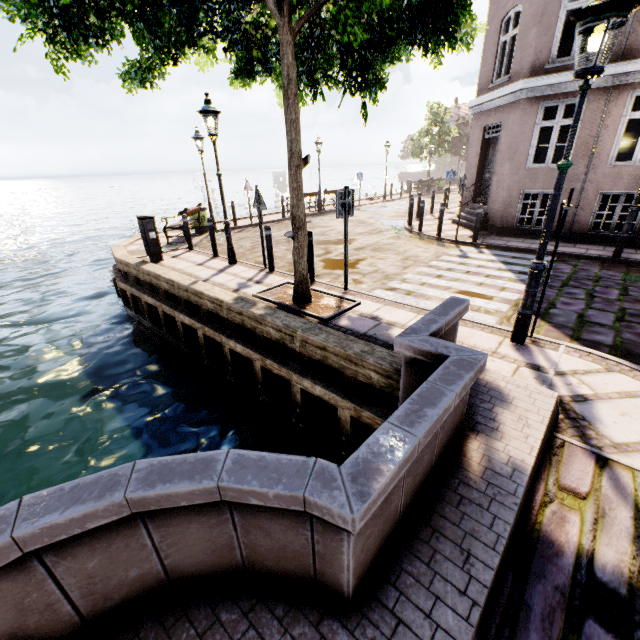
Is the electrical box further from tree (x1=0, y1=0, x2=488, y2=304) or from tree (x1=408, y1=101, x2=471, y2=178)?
tree (x1=408, y1=101, x2=471, y2=178)

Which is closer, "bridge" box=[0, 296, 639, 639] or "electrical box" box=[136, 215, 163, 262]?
"bridge" box=[0, 296, 639, 639]

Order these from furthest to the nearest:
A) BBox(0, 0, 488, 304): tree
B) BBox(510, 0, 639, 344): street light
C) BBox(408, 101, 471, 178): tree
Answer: BBox(408, 101, 471, 178): tree < BBox(0, 0, 488, 304): tree < BBox(510, 0, 639, 344): street light

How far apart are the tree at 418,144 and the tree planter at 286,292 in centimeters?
3171cm

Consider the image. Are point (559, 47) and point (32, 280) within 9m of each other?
no

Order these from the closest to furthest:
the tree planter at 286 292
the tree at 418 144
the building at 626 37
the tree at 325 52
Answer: the tree at 325 52 < the tree planter at 286 292 < the building at 626 37 < the tree at 418 144

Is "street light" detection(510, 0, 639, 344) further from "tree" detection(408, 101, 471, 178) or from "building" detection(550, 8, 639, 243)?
"tree" detection(408, 101, 471, 178)

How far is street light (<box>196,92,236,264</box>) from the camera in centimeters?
717cm
